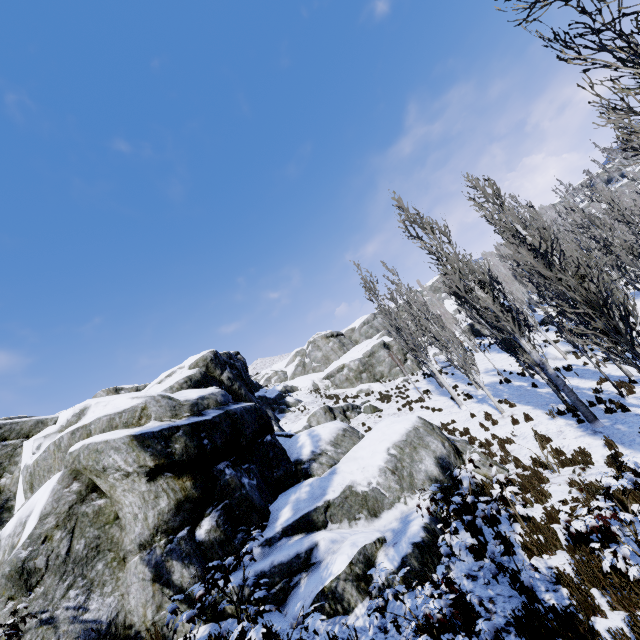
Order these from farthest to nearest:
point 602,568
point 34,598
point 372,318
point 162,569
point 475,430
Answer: point 372,318
point 475,430
point 162,569
point 34,598
point 602,568

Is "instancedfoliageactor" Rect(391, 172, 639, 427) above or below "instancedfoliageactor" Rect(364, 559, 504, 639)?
above

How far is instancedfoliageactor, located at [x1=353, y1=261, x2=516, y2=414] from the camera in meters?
16.4

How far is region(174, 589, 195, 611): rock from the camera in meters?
5.8 m

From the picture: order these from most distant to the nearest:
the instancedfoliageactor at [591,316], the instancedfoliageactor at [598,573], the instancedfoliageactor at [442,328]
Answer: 1. the instancedfoliageactor at [442,328]
2. the instancedfoliageactor at [591,316]
3. the instancedfoliageactor at [598,573]

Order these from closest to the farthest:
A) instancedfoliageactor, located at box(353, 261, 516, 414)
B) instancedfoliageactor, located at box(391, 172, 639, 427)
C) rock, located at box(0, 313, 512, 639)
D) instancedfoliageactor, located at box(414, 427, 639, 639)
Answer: instancedfoliageactor, located at box(414, 427, 639, 639) → rock, located at box(0, 313, 512, 639) → instancedfoliageactor, located at box(391, 172, 639, 427) → instancedfoliageactor, located at box(353, 261, 516, 414)

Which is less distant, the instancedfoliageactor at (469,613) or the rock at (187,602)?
the instancedfoliageactor at (469,613)

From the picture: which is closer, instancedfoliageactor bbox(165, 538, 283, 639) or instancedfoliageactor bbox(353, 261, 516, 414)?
instancedfoliageactor bbox(165, 538, 283, 639)
